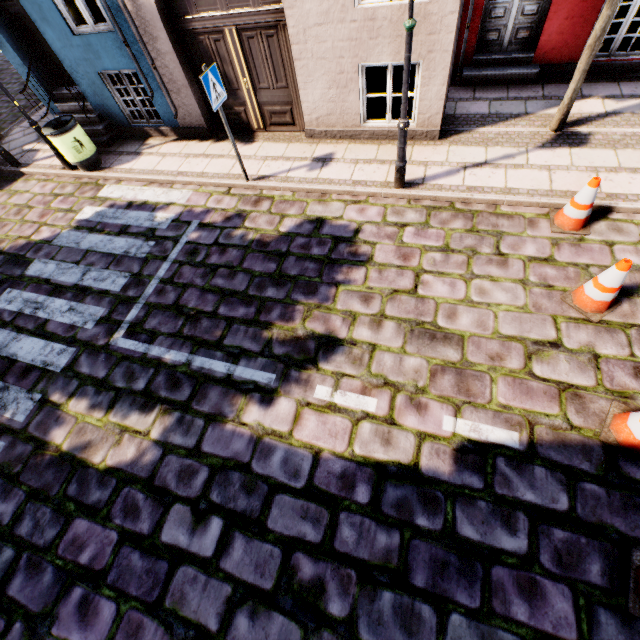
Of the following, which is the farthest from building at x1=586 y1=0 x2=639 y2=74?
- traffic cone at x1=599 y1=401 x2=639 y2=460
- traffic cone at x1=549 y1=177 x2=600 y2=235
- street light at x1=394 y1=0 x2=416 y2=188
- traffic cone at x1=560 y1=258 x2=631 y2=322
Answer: traffic cone at x1=599 y1=401 x2=639 y2=460

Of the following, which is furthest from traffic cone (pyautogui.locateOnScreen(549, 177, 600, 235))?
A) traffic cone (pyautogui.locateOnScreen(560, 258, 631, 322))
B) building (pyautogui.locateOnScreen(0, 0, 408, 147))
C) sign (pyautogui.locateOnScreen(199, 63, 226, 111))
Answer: sign (pyautogui.locateOnScreen(199, 63, 226, 111))

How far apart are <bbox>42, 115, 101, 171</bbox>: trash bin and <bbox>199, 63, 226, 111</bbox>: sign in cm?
417

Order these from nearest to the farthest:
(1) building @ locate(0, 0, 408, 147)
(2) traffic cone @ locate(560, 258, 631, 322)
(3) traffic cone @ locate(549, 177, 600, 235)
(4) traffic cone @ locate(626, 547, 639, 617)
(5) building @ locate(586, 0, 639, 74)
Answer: (4) traffic cone @ locate(626, 547, 639, 617) → (2) traffic cone @ locate(560, 258, 631, 322) → (3) traffic cone @ locate(549, 177, 600, 235) → (1) building @ locate(0, 0, 408, 147) → (5) building @ locate(586, 0, 639, 74)

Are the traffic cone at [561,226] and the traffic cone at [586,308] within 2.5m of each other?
yes

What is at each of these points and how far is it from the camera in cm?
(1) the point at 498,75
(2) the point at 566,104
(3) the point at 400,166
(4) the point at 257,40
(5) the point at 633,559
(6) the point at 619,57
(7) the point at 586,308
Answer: (1) building, 695
(2) tree, 554
(3) street light, 532
(4) building, 601
(5) traffic cone, 279
(6) building, 645
(7) traffic cone, 403

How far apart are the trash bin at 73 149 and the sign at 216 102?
4.2 meters

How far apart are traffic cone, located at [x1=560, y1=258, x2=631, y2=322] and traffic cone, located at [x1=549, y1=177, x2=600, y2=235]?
0.9m
